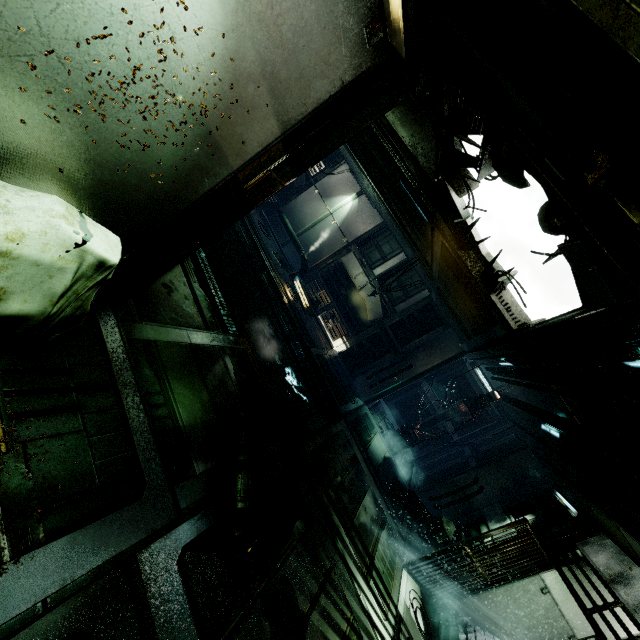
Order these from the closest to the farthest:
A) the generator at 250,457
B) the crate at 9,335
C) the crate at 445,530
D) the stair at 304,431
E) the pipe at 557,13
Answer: the pipe at 557,13 → the crate at 9,335 → the generator at 250,457 → the stair at 304,431 → the crate at 445,530

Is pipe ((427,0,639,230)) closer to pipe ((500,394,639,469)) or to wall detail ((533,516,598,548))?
pipe ((500,394,639,469))

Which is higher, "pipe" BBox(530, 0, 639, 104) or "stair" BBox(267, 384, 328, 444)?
"pipe" BBox(530, 0, 639, 104)

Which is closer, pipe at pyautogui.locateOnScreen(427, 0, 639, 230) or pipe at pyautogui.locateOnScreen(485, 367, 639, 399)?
pipe at pyautogui.locateOnScreen(427, 0, 639, 230)

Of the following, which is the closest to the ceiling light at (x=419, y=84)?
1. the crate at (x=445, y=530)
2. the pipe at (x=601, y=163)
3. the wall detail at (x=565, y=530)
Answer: the pipe at (x=601, y=163)

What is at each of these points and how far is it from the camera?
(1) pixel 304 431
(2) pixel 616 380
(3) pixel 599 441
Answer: (1) stair, 7.1 meters
(2) pipe, 4.3 meters
(3) pipe, 5.7 meters

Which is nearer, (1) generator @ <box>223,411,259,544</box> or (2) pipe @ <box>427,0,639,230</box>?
(2) pipe @ <box>427,0,639,230</box>

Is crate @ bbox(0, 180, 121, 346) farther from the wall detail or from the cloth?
the cloth
